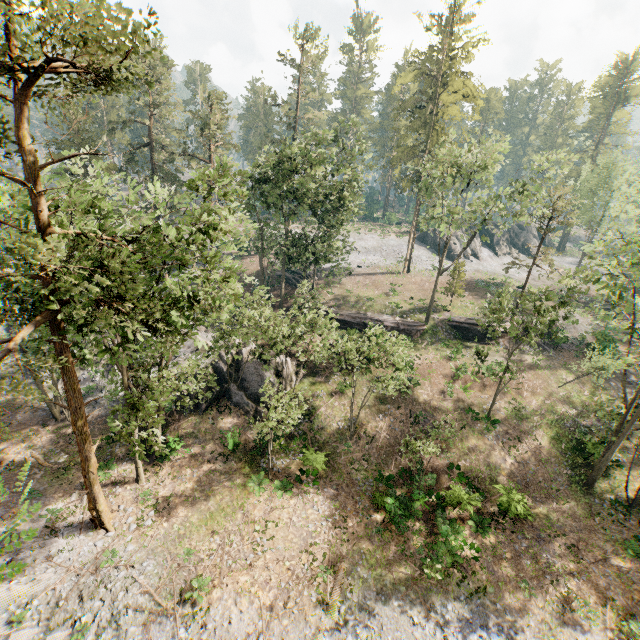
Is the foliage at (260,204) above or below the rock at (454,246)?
above

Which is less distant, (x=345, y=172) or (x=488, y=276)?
(x=345, y=172)

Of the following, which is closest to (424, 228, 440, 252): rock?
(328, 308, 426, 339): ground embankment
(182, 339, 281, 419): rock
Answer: (328, 308, 426, 339): ground embankment

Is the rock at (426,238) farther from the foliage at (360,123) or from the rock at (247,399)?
the rock at (247,399)

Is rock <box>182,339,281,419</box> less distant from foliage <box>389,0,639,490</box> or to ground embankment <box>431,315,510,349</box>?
foliage <box>389,0,639,490</box>

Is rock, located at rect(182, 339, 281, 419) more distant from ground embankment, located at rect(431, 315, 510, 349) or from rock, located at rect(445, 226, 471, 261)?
rock, located at rect(445, 226, 471, 261)

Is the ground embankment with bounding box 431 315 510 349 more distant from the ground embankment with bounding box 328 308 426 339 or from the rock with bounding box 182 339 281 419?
the rock with bounding box 182 339 281 419

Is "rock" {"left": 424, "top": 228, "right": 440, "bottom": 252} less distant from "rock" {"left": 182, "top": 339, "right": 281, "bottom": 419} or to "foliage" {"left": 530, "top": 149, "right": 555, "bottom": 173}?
"foliage" {"left": 530, "top": 149, "right": 555, "bottom": 173}
